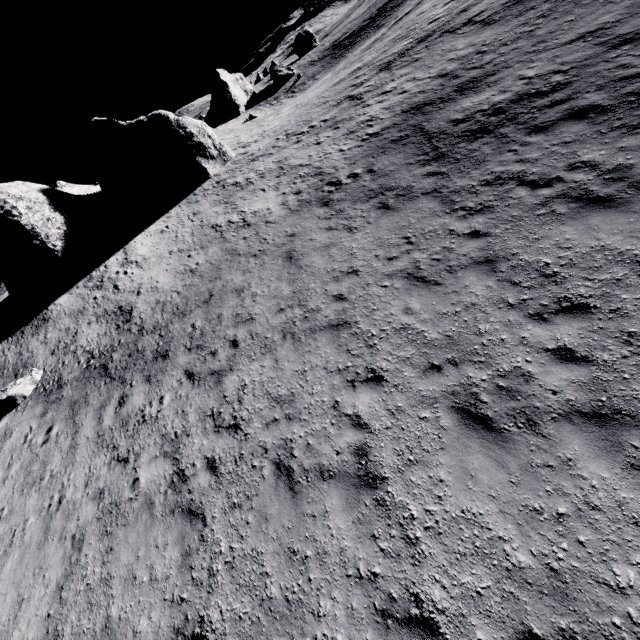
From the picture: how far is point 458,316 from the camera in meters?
7.3

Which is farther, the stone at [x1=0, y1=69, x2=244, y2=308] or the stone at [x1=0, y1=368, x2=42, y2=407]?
the stone at [x1=0, y1=69, x2=244, y2=308]

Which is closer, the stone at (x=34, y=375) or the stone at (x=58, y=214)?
the stone at (x=34, y=375)

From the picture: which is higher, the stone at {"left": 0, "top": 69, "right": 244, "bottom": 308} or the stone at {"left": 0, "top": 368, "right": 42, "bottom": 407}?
the stone at {"left": 0, "top": 69, "right": 244, "bottom": 308}

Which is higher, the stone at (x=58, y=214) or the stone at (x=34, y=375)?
the stone at (x=58, y=214)
